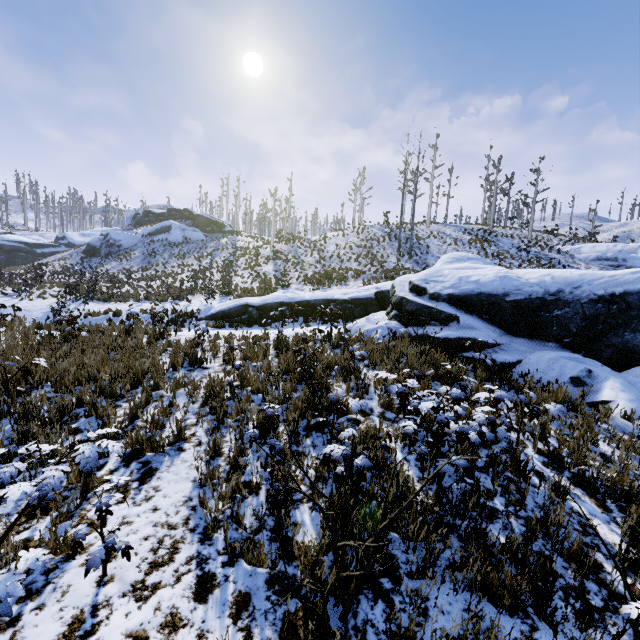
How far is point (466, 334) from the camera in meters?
8.8

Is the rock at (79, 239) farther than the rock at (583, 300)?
Yes

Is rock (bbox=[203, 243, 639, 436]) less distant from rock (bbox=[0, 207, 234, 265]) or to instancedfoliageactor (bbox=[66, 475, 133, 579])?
instancedfoliageactor (bbox=[66, 475, 133, 579])

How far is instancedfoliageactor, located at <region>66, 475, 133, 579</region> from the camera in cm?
244

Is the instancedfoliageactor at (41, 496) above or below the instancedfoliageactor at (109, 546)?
above

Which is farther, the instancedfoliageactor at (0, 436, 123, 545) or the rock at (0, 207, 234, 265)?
the rock at (0, 207, 234, 265)

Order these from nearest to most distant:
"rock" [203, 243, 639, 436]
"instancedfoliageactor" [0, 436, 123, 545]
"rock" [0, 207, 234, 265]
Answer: "instancedfoliageactor" [0, 436, 123, 545], "rock" [203, 243, 639, 436], "rock" [0, 207, 234, 265]
